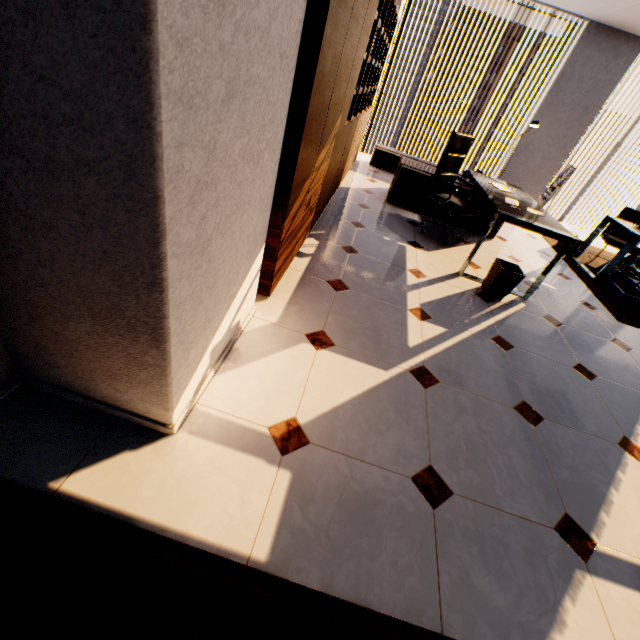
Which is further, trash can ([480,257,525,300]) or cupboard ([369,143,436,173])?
cupboard ([369,143,436,173])

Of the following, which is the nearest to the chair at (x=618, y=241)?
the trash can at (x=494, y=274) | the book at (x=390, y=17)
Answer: the trash can at (x=494, y=274)

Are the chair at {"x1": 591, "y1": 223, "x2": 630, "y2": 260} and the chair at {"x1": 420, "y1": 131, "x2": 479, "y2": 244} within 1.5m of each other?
no

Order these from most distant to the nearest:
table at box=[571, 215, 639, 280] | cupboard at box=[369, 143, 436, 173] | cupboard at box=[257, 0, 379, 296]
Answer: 1. cupboard at box=[369, 143, 436, 173]
2. table at box=[571, 215, 639, 280]
3. cupboard at box=[257, 0, 379, 296]

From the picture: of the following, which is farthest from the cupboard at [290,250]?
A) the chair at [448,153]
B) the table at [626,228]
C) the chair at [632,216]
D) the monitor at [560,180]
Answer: the chair at [632,216]

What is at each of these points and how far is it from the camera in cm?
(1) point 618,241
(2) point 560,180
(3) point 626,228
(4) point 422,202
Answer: (1) chair, 527
(2) monitor, 329
(3) table, 448
(4) table, 481

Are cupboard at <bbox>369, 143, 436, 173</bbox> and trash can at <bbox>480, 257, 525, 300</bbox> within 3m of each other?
no

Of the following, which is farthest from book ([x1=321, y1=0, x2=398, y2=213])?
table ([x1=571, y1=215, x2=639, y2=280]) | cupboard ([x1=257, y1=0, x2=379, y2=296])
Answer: table ([x1=571, y1=215, x2=639, y2=280])
